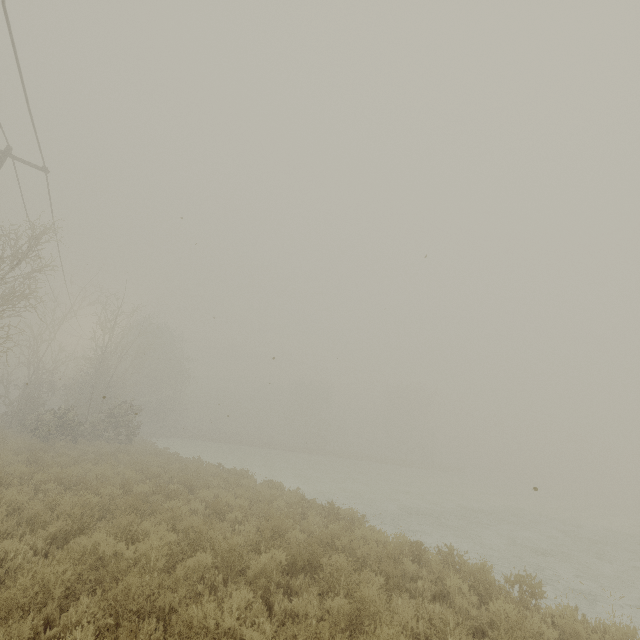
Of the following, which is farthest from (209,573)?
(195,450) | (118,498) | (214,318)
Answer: (195,450)
